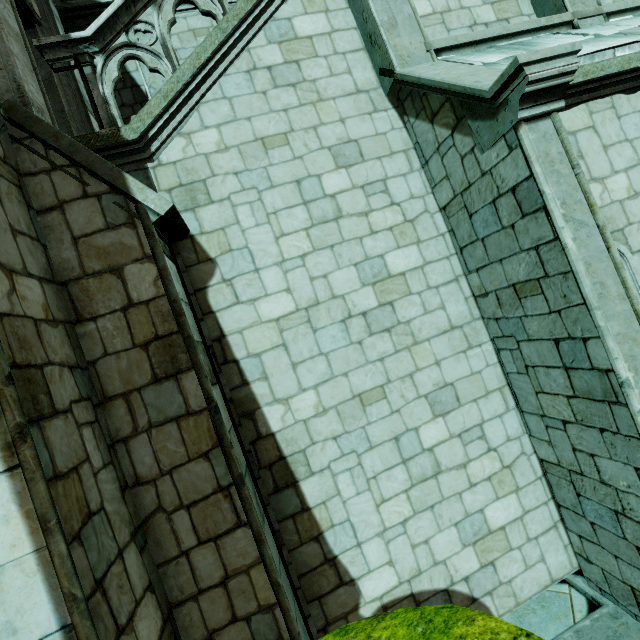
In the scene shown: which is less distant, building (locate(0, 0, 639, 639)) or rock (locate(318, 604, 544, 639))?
rock (locate(318, 604, 544, 639))

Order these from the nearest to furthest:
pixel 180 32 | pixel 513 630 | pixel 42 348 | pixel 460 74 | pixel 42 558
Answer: pixel 513 630
pixel 42 558
pixel 42 348
pixel 460 74
pixel 180 32

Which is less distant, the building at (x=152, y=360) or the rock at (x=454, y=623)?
the rock at (x=454, y=623)
